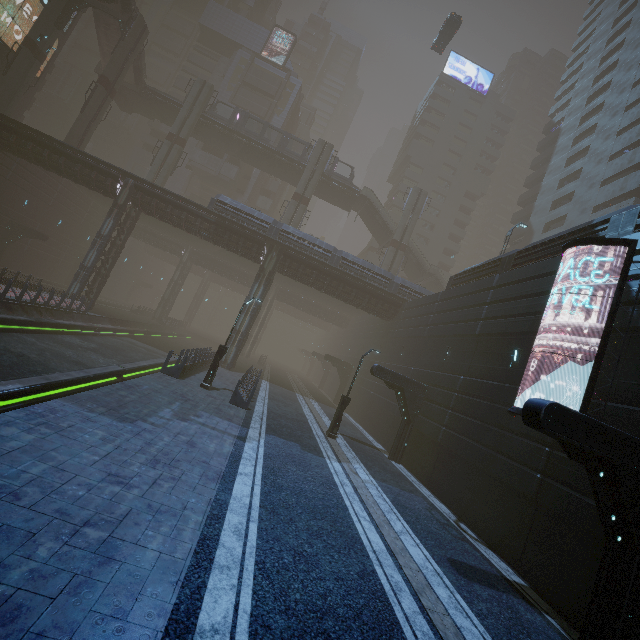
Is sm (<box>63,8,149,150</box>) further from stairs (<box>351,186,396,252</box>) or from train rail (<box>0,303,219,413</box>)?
stairs (<box>351,186,396,252</box>)

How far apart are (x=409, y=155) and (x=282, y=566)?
66.2 meters

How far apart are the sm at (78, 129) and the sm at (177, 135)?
5.44m

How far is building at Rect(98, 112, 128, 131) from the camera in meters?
59.6 m

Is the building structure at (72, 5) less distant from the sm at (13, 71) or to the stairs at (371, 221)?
the sm at (13, 71)

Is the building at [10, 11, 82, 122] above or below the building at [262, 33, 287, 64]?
below

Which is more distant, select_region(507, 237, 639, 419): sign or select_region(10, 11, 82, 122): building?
select_region(10, 11, 82, 122): building

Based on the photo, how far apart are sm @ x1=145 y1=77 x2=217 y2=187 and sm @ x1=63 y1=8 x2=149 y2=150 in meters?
5.4
